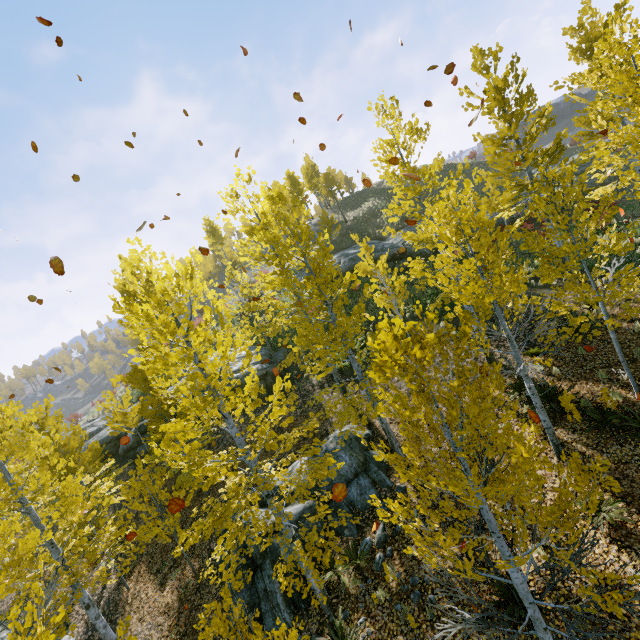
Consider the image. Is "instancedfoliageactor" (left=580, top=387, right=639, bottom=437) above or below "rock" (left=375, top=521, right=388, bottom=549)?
above

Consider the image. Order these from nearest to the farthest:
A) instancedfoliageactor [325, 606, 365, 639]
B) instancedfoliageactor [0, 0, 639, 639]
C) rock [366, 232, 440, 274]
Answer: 1. instancedfoliageactor [0, 0, 639, 639]
2. instancedfoliageactor [325, 606, 365, 639]
3. rock [366, 232, 440, 274]

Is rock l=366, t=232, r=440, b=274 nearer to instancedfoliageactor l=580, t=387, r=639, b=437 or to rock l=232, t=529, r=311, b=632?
instancedfoliageactor l=580, t=387, r=639, b=437

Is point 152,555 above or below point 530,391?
below

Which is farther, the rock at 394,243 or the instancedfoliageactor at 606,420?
the rock at 394,243

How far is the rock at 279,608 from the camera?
8.6 meters

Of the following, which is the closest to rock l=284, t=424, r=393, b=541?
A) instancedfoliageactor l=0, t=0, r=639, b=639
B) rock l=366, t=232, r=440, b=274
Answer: instancedfoliageactor l=0, t=0, r=639, b=639
